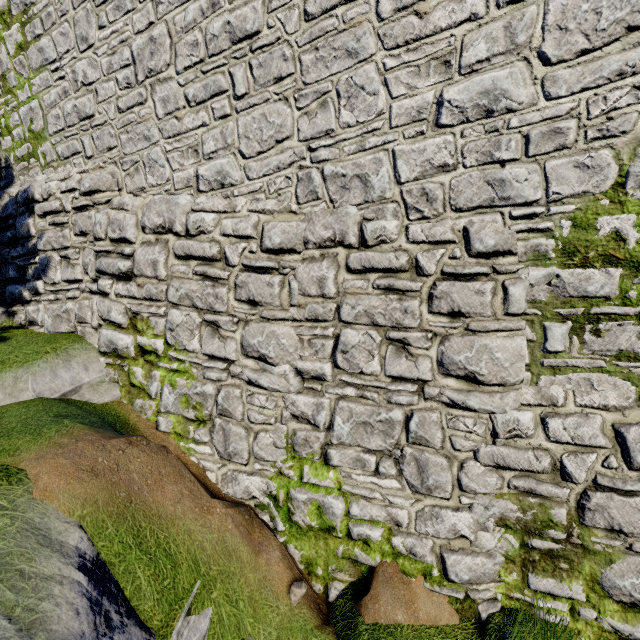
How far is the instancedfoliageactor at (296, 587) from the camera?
3.8m

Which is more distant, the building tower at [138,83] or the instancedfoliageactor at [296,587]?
the instancedfoliageactor at [296,587]

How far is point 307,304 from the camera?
4.3m

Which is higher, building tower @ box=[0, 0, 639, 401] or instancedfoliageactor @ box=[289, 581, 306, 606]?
building tower @ box=[0, 0, 639, 401]

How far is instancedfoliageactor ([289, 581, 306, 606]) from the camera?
3.8 meters

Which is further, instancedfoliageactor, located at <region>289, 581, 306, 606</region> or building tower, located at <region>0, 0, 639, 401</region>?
instancedfoliageactor, located at <region>289, 581, 306, 606</region>
